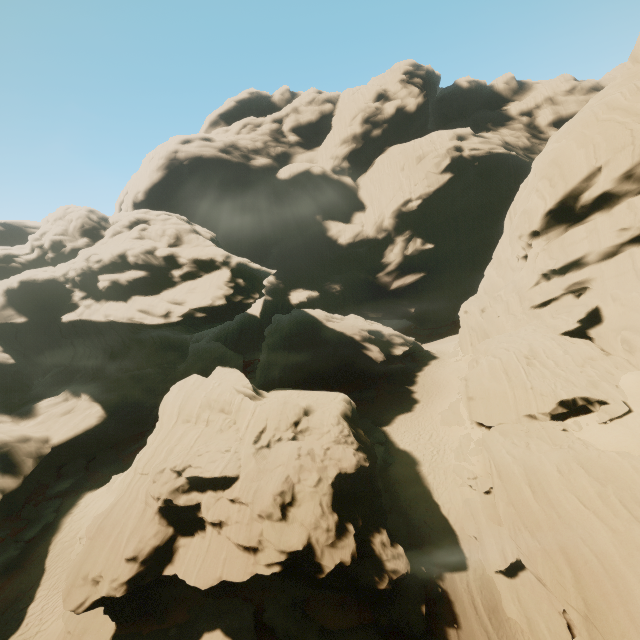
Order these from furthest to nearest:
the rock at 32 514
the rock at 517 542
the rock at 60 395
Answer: the rock at 32 514
the rock at 60 395
the rock at 517 542

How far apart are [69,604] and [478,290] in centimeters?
4822cm

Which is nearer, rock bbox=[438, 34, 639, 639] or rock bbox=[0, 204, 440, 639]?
rock bbox=[438, 34, 639, 639]

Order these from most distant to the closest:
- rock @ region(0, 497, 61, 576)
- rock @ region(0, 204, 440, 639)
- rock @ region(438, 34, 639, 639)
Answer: rock @ region(0, 497, 61, 576)
rock @ region(0, 204, 440, 639)
rock @ region(438, 34, 639, 639)

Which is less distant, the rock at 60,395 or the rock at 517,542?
the rock at 517,542
